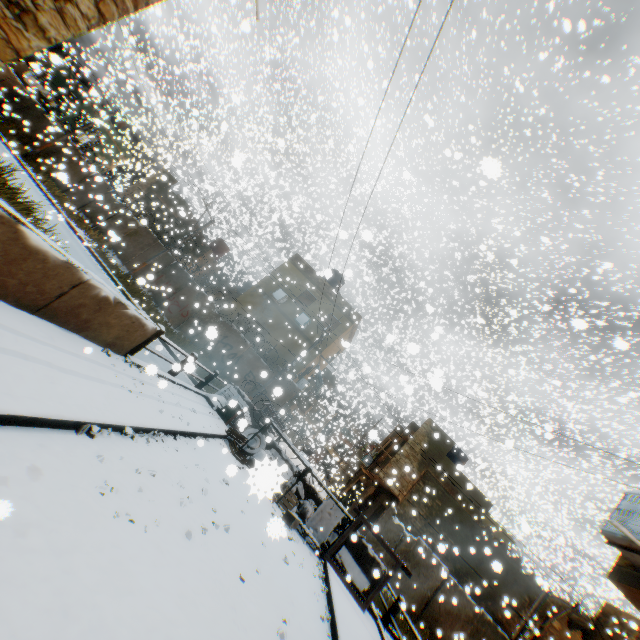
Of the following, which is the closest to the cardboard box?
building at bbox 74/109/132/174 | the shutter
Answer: the shutter

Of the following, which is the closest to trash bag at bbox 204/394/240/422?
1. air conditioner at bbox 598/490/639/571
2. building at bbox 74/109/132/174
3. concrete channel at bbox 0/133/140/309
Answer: concrete channel at bbox 0/133/140/309

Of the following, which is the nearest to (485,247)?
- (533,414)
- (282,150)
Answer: (533,414)

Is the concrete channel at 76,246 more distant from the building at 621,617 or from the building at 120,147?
the building at 120,147

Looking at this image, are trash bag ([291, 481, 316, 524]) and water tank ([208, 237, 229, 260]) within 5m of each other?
no

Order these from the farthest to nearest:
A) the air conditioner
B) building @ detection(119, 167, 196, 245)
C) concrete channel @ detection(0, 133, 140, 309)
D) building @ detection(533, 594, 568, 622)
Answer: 1. building @ detection(119, 167, 196, 245)
2. concrete channel @ detection(0, 133, 140, 309)
3. building @ detection(533, 594, 568, 622)
4. the air conditioner

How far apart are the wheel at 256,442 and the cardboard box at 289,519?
2.3m

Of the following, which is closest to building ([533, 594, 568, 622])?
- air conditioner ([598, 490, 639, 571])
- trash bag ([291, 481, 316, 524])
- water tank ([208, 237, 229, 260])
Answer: air conditioner ([598, 490, 639, 571])
